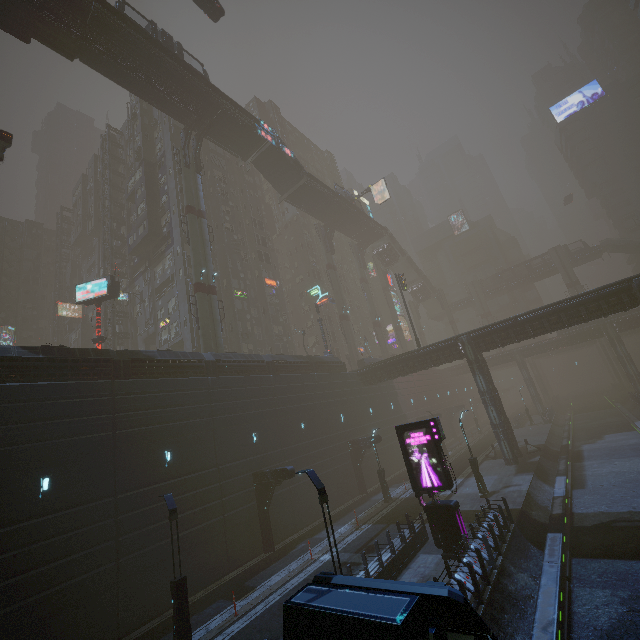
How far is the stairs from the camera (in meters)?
41.38

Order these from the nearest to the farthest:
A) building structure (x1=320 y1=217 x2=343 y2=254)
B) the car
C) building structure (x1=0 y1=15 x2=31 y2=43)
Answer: building structure (x1=0 y1=15 x2=31 y2=43), the car, building structure (x1=320 y1=217 x2=343 y2=254)

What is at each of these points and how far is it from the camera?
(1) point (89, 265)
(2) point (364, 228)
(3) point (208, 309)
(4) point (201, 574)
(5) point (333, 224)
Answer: (1) building, 57.66m
(2) bridge, 57.91m
(3) sm, 30.95m
(4) building, 18.02m
(5) building structure, 53.03m

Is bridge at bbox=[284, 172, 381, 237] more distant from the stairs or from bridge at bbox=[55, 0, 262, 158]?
bridge at bbox=[55, 0, 262, 158]

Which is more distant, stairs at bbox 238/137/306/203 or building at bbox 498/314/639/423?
building at bbox 498/314/639/423

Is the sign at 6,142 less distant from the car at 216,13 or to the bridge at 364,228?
the car at 216,13

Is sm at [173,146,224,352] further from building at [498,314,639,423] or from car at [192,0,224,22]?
car at [192,0,224,22]

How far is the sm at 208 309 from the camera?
29.5m
